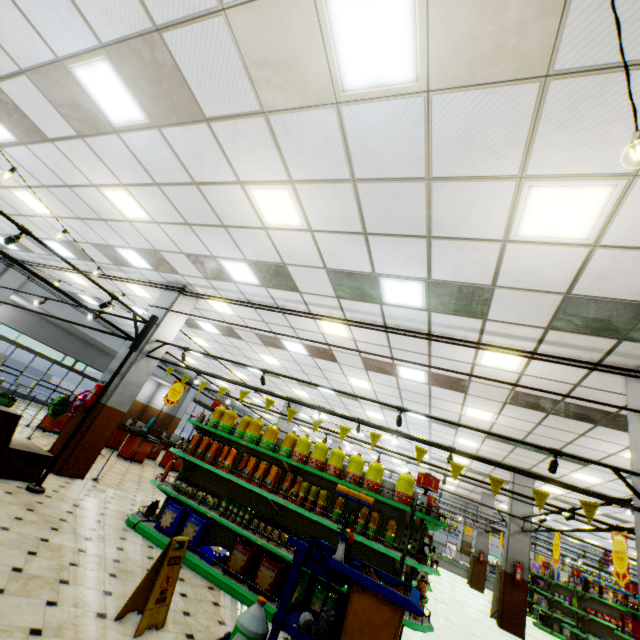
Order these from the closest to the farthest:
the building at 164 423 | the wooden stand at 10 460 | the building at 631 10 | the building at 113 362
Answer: the building at 631 10
the wooden stand at 10 460
the building at 113 362
the building at 164 423

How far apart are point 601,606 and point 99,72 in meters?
19.3 m

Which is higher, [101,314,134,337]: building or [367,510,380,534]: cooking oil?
[101,314,134,337]: building

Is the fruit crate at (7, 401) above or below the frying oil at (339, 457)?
below

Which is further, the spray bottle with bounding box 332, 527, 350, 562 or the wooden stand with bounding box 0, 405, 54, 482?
the wooden stand with bounding box 0, 405, 54, 482

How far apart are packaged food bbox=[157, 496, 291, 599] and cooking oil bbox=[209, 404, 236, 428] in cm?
131

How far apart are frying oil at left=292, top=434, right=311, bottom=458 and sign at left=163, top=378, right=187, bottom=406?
5.3 meters

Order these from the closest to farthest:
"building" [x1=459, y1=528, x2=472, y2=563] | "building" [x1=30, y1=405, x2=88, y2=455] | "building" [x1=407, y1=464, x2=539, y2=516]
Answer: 1. "building" [x1=30, y1=405, x2=88, y2=455]
2. "building" [x1=407, y1=464, x2=539, y2=516]
3. "building" [x1=459, y1=528, x2=472, y2=563]
